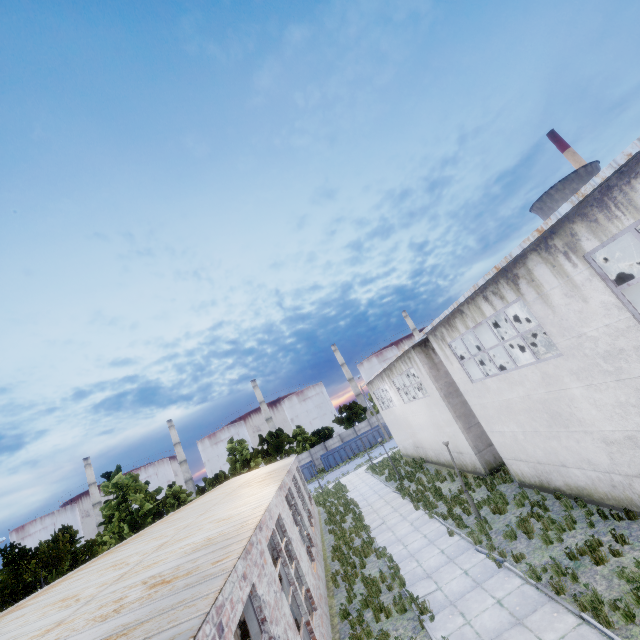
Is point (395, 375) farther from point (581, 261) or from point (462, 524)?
point (581, 261)

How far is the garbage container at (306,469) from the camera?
47.5 meters

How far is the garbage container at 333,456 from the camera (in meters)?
48.31

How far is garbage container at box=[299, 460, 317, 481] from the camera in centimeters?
4750cm

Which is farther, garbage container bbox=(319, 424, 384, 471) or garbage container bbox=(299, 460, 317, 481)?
garbage container bbox=(319, 424, 384, 471)

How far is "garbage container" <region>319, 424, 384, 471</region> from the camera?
48.31m
